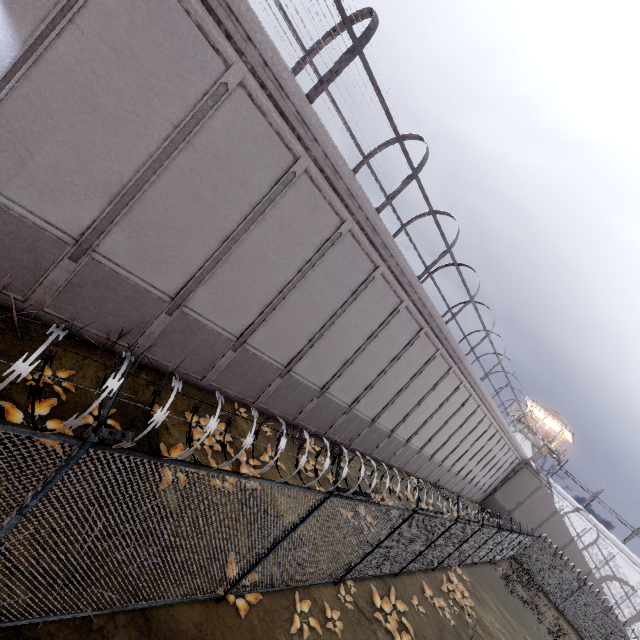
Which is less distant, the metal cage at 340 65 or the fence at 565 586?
the fence at 565 586

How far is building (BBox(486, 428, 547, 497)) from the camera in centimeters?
3903cm

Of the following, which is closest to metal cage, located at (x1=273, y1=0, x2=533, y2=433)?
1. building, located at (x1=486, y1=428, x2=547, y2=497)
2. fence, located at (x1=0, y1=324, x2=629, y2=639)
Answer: fence, located at (x1=0, y1=324, x2=629, y2=639)

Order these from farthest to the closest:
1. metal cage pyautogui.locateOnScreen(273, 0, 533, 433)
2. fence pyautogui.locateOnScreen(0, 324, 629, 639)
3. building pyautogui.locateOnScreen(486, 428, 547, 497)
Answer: building pyautogui.locateOnScreen(486, 428, 547, 497) < metal cage pyautogui.locateOnScreen(273, 0, 533, 433) < fence pyautogui.locateOnScreen(0, 324, 629, 639)

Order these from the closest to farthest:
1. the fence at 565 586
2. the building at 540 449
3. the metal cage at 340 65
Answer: the fence at 565 586 < the metal cage at 340 65 < the building at 540 449

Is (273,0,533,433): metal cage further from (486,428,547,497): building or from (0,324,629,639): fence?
(486,428,547,497): building

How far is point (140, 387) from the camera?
8.6 meters
